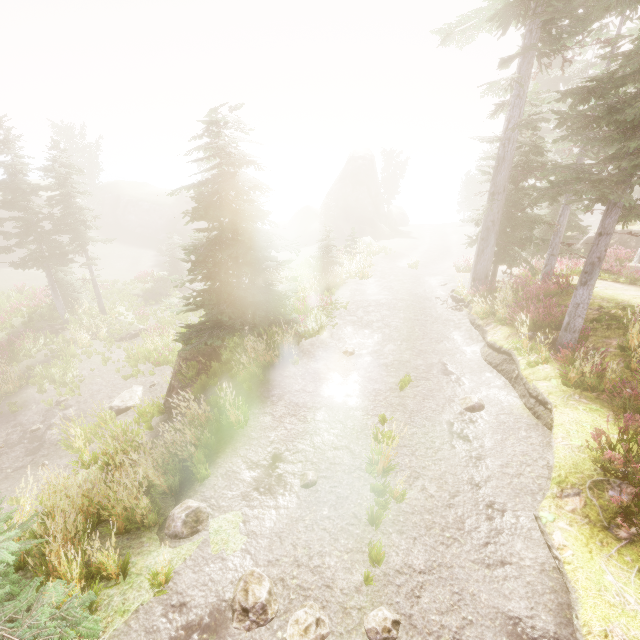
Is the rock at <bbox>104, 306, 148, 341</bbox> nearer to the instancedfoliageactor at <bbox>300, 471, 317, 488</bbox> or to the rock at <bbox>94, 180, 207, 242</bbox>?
the instancedfoliageactor at <bbox>300, 471, 317, 488</bbox>

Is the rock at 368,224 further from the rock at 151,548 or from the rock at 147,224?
the rock at 151,548

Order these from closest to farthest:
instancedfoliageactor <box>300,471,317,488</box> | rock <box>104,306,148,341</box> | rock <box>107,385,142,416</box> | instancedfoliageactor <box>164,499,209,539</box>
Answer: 1. instancedfoliageactor <box>164,499,209,539</box>
2. instancedfoliageactor <box>300,471,317,488</box>
3. rock <box>107,385,142,416</box>
4. rock <box>104,306,148,341</box>

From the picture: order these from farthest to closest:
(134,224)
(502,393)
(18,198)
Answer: (134,224), (18,198), (502,393)

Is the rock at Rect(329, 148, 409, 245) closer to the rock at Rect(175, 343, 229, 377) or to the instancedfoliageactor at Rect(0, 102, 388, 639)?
the instancedfoliageactor at Rect(0, 102, 388, 639)

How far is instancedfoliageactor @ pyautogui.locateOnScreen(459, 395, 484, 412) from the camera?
8.48m

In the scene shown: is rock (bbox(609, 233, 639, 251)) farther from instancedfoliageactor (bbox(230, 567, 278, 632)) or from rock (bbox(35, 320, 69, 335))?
rock (bbox(35, 320, 69, 335))

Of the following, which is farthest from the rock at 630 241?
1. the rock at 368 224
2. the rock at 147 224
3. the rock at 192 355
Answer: the rock at 147 224
